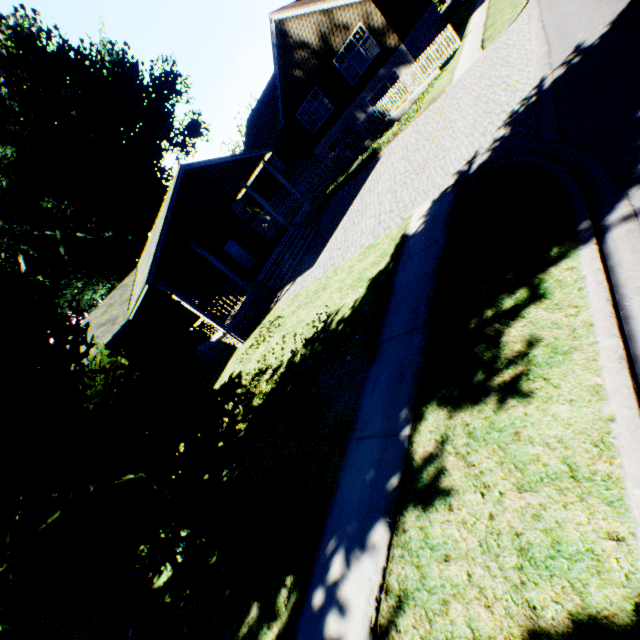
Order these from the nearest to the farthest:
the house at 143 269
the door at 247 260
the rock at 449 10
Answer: the house at 143 269 < the door at 247 260 < the rock at 449 10

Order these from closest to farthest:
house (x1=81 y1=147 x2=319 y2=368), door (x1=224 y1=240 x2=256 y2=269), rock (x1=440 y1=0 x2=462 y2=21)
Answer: house (x1=81 y1=147 x2=319 y2=368) < door (x1=224 y1=240 x2=256 y2=269) < rock (x1=440 y1=0 x2=462 y2=21)

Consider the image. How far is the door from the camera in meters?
21.2 m

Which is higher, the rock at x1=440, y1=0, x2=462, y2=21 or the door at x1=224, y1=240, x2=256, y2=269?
the door at x1=224, y1=240, x2=256, y2=269

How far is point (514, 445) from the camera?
2.9 meters

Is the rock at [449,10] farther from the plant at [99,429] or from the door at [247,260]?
the door at [247,260]

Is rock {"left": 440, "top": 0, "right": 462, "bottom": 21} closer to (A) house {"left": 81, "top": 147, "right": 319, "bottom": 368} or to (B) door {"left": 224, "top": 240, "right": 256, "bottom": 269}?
(A) house {"left": 81, "top": 147, "right": 319, "bottom": 368}

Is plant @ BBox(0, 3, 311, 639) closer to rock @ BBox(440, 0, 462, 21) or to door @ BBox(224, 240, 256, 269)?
door @ BBox(224, 240, 256, 269)
